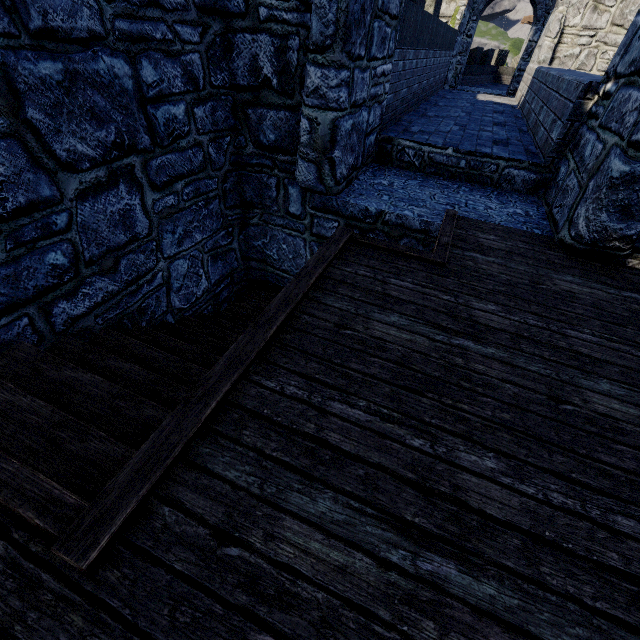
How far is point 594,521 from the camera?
1.6 meters
